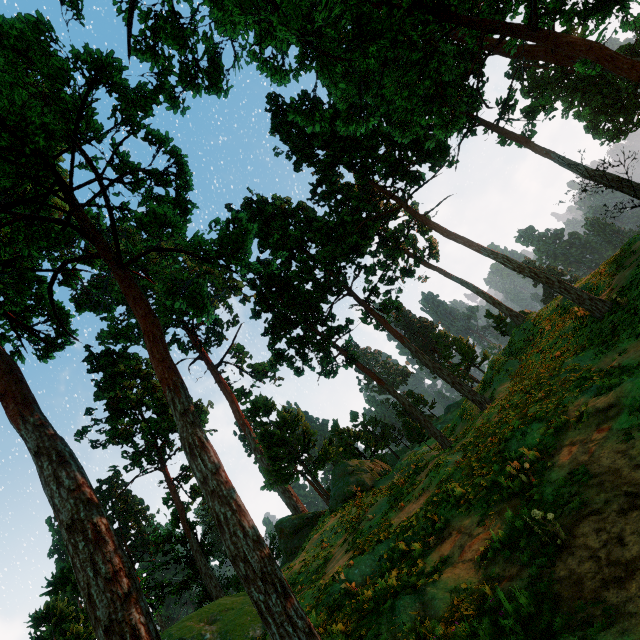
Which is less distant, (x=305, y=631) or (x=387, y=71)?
(x=305, y=631)
